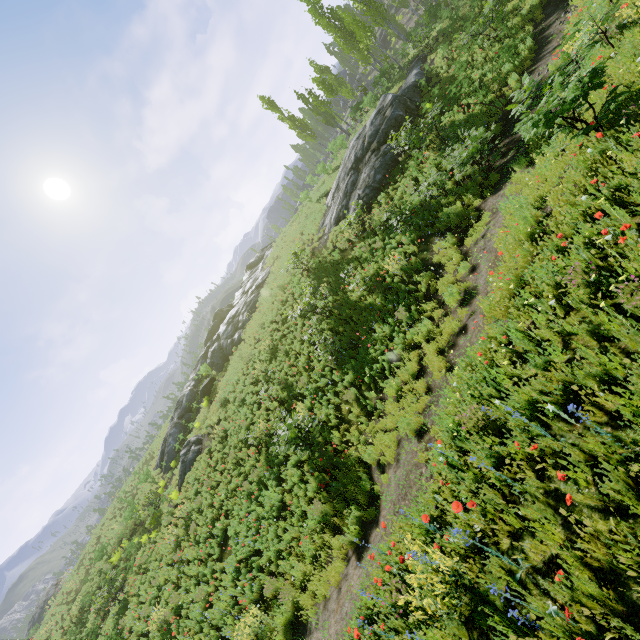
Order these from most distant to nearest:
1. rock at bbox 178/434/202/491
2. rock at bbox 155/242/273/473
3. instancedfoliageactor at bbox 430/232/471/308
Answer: rock at bbox 155/242/273/473, rock at bbox 178/434/202/491, instancedfoliageactor at bbox 430/232/471/308

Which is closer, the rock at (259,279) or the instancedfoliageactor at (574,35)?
the instancedfoliageactor at (574,35)

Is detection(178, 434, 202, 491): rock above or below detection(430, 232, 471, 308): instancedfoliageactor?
above

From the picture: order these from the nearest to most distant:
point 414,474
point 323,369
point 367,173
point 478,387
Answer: point 478,387 → point 414,474 → point 323,369 → point 367,173

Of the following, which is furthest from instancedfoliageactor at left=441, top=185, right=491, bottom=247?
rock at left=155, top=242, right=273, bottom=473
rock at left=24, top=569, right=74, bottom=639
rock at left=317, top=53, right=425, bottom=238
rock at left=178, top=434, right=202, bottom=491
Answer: rock at left=155, top=242, right=273, bottom=473

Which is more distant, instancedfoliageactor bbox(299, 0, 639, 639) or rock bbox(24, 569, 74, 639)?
rock bbox(24, 569, 74, 639)

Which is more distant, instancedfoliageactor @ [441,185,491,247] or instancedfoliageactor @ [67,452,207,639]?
instancedfoliageactor @ [67,452,207,639]

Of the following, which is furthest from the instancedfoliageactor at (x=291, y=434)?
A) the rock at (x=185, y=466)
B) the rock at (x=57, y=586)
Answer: the rock at (x=185, y=466)
